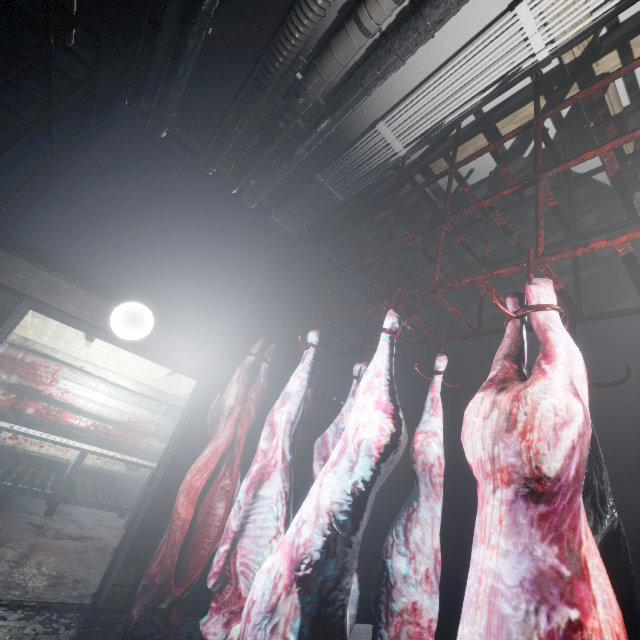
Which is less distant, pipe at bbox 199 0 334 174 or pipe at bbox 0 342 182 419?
pipe at bbox 199 0 334 174

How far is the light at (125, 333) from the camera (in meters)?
2.54

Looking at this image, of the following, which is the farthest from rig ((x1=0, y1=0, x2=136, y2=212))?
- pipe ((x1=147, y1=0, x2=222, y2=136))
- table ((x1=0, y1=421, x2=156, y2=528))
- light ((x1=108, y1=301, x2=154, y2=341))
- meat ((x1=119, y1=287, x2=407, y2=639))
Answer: table ((x1=0, y1=421, x2=156, y2=528))

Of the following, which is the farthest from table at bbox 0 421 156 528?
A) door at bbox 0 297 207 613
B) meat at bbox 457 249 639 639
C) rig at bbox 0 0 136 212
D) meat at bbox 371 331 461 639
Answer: meat at bbox 457 249 639 639

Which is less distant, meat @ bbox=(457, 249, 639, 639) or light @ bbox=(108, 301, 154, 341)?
meat @ bbox=(457, 249, 639, 639)

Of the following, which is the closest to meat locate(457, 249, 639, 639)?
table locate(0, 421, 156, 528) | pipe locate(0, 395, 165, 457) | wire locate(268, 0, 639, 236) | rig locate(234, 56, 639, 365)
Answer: rig locate(234, 56, 639, 365)

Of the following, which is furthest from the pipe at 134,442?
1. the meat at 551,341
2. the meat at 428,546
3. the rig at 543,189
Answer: the meat at 551,341

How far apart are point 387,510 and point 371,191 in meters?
4.3 m
